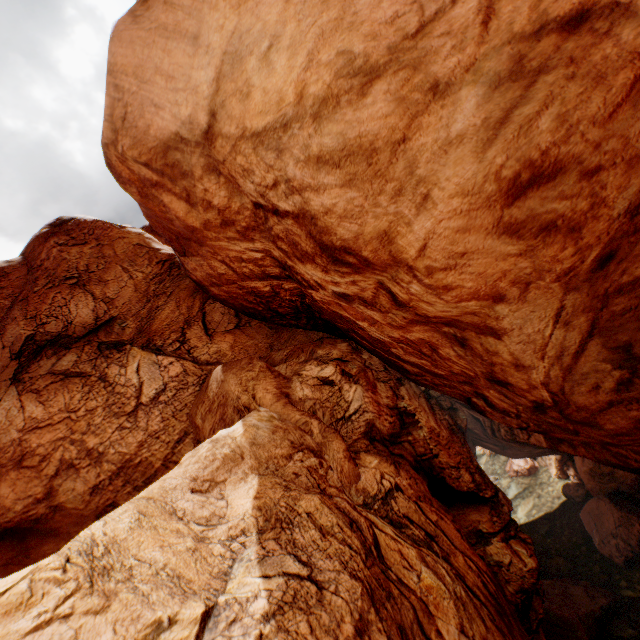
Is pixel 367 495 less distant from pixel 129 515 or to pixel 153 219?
pixel 129 515
